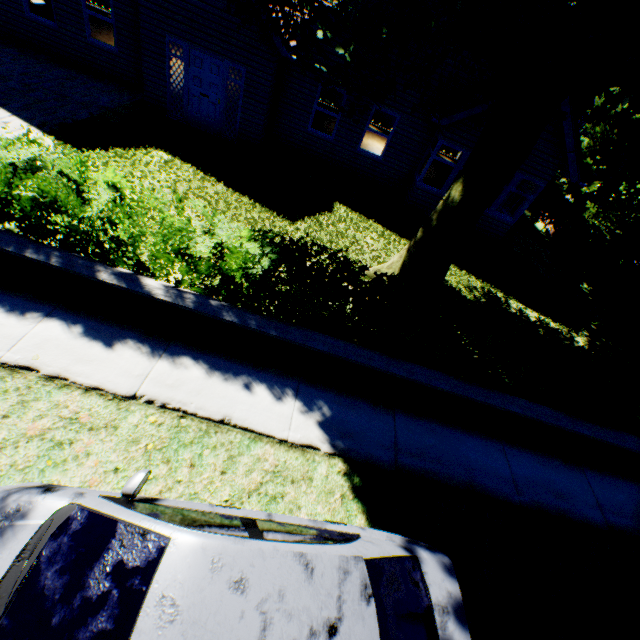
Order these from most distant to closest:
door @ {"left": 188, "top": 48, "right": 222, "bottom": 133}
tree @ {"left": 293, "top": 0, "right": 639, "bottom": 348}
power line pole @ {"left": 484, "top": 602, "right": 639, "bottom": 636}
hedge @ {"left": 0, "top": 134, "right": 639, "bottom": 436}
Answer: door @ {"left": 188, "top": 48, "right": 222, "bottom": 133} → hedge @ {"left": 0, "top": 134, "right": 639, "bottom": 436} → power line pole @ {"left": 484, "top": 602, "right": 639, "bottom": 636} → tree @ {"left": 293, "top": 0, "right": 639, "bottom": 348}

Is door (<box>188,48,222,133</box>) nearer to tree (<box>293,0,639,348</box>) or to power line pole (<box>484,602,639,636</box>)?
tree (<box>293,0,639,348</box>)

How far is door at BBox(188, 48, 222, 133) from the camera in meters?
10.1 m

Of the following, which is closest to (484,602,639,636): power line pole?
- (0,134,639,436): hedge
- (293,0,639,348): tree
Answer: (293,0,639,348): tree

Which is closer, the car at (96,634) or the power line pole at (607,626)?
the car at (96,634)

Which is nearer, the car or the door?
the car

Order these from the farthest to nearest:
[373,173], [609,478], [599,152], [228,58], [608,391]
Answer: [373,173] → [228,58] → [609,478] → [608,391] → [599,152]

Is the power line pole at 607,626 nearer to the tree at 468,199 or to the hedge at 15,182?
the tree at 468,199
